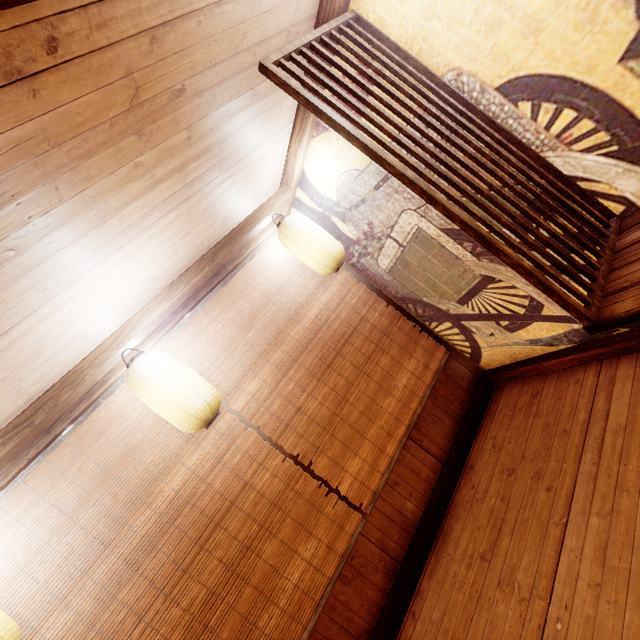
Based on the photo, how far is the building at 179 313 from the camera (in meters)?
4.76

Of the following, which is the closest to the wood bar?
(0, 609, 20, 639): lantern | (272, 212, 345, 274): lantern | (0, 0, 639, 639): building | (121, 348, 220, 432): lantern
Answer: (0, 0, 639, 639): building

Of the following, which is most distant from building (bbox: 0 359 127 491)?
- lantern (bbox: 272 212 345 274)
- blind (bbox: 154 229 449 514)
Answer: lantern (bbox: 272 212 345 274)

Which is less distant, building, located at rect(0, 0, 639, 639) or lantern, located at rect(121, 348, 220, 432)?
building, located at rect(0, 0, 639, 639)

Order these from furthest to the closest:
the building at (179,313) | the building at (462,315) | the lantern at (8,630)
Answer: the building at (179,313)
the lantern at (8,630)
the building at (462,315)

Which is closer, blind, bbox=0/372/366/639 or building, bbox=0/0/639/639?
building, bbox=0/0/639/639

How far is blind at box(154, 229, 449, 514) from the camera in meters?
5.0 m

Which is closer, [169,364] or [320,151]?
[169,364]
